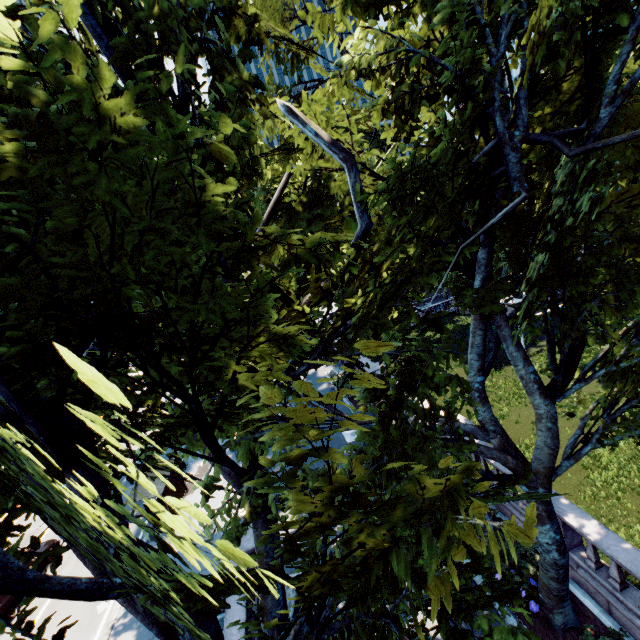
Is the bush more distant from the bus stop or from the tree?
the bus stop

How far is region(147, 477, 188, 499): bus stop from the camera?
16.71m

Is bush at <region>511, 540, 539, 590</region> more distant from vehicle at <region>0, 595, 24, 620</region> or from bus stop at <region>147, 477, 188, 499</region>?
vehicle at <region>0, 595, 24, 620</region>

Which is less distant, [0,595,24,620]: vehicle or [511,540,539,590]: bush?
[511,540,539,590]: bush

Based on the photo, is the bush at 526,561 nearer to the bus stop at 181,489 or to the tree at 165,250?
the tree at 165,250

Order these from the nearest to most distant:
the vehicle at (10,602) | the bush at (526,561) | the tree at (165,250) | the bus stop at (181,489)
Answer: the tree at (165,250) → the bush at (526,561) → the vehicle at (10,602) → the bus stop at (181,489)

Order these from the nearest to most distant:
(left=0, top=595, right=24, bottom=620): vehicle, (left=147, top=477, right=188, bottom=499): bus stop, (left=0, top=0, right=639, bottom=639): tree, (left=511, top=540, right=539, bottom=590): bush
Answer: (left=0, top=0, right=639, bottom=639): tree
(left=511, top=540, right=539, bottom=590): bush
(left=0, top=595, right=24, bottom=620): vehicle
(left=147, top=477, right=188, bottom=499): bus stop

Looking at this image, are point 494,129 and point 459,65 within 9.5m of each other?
yes
